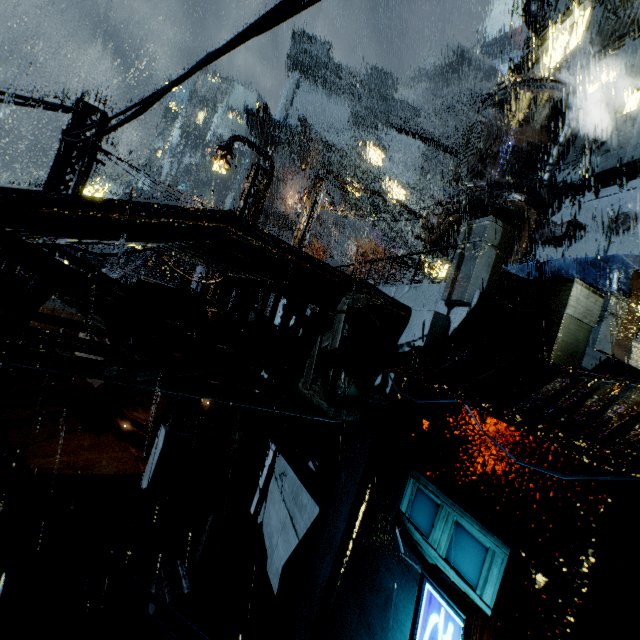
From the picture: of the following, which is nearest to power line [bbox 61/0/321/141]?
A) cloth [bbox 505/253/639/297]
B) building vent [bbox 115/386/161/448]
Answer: building vent [bbox 115/386/161/448]

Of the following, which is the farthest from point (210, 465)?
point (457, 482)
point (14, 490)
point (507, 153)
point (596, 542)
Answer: point (507, 153)

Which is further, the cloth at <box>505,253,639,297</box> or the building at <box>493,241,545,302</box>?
the building at <box>493,241,545,302</box>

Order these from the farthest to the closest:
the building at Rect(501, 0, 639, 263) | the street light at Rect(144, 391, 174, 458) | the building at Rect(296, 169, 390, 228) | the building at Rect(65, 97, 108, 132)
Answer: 1. the building at Rect(296, 169, 390, 228)
2. the street light at Rect(144, 391, 174, 458)
3. the building at Rect(501, 0, 639, 263)
4. the building at Rect(65, 97, 108, 132)

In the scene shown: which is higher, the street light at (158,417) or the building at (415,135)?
the building at (415,135)

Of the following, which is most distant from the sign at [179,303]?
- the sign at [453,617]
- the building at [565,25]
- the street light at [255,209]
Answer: the sign at [453,617]

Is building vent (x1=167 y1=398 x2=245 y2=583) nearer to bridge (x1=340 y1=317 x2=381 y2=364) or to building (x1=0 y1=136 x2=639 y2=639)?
building (x1=0 y1=136 x2=639 y2=639)

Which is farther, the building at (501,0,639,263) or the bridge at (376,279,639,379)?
the building at (501,0,639,263)
